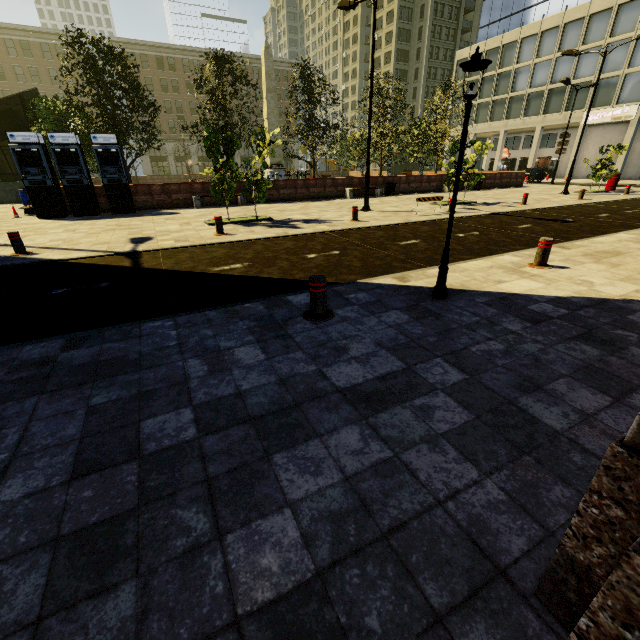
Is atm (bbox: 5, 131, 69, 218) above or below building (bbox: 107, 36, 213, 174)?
below

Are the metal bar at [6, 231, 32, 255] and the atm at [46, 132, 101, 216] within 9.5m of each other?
yes

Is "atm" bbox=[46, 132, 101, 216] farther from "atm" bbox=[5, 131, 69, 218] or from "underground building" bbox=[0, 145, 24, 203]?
"underground building" bbox=[0, 145, 24, 203]

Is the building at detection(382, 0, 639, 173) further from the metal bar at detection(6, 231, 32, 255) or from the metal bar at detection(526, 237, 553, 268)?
the metal bar at detection(6, 231, 32, 255)

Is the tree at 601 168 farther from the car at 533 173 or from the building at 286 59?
the car at 533 173

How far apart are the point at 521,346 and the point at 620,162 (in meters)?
45.46

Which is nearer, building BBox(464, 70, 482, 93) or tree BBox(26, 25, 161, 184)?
tree BBox(26, 25, 161, 184)

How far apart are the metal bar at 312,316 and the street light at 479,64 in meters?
1.7 m
